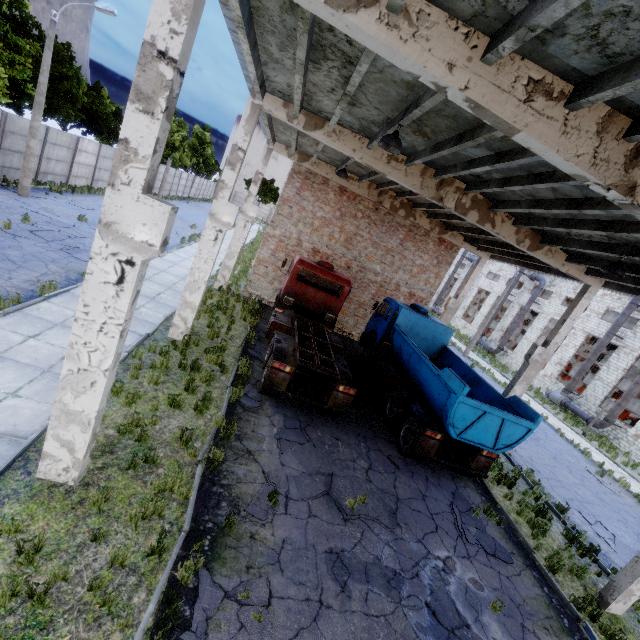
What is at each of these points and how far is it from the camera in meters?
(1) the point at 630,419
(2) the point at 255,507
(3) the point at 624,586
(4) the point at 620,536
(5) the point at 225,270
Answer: (1) cable machine, 27.0
(2) asphalt debris, 6.3
(3) column beam, 7.8
(4) asphalt debris, 11.8
(5) column beam, 17.1

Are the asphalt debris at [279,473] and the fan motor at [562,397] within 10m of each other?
no

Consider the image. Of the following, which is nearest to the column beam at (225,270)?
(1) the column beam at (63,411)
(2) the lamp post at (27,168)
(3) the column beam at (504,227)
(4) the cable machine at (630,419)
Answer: (3) the column beam at (504,227)

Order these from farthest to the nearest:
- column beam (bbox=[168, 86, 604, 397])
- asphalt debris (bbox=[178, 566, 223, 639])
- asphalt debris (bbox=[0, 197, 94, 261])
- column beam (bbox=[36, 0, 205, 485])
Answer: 1. asphalt debris (bbox=[0, 197, 94, 261])
2. column beam (bbox=[168, 86, 604, 397])
3. asphalt debris (bbox=[178, 566, 223, 639])
4. column beam (bbox=[36, 0, 205, 485])

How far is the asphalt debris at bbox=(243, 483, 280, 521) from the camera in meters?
6.2

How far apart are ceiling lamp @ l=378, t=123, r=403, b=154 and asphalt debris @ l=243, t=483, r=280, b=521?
7.50m

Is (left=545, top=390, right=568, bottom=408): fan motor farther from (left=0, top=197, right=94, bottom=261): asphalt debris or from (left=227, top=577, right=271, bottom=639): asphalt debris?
(left=0, top=197, right=94, bottom=261): asphalt debris

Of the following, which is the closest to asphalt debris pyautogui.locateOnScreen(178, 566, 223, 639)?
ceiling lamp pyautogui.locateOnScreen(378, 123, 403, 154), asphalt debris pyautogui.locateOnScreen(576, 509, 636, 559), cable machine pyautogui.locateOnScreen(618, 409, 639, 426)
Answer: ceiling lamp pyautogui.locateOnScreen(378, 123, 403, 154)
